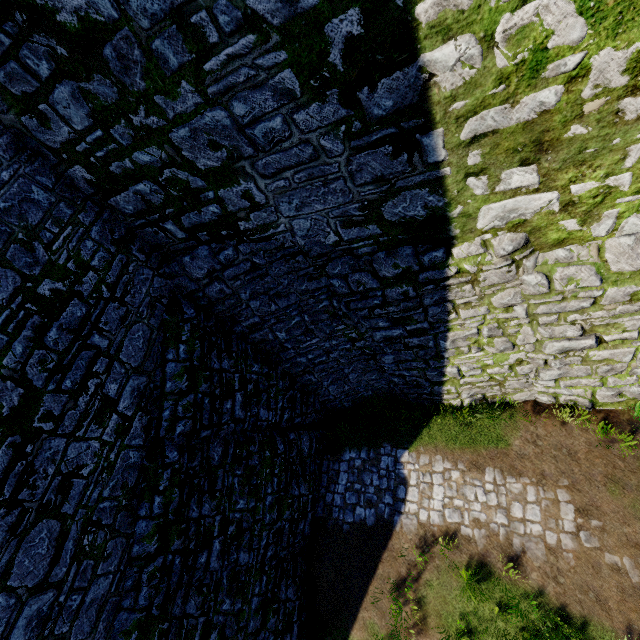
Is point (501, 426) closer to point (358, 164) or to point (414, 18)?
point (358, 164)
